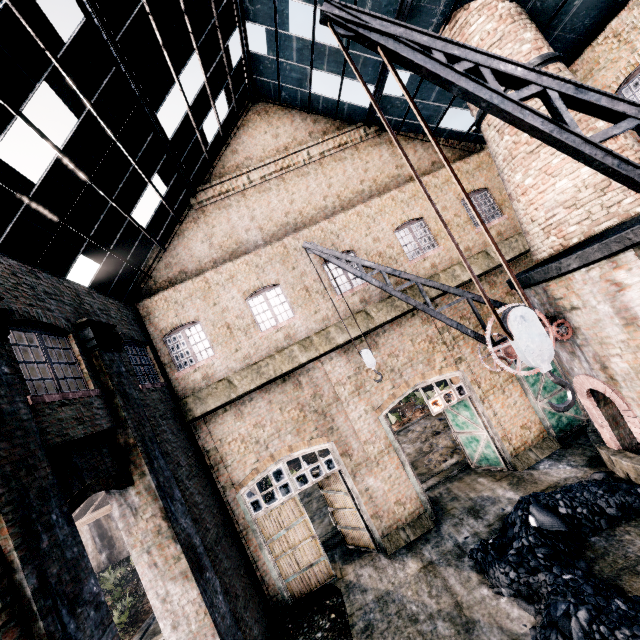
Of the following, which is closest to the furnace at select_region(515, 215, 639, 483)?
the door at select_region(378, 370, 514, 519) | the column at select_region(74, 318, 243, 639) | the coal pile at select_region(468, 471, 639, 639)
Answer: the coal pile at select_region(468, 471, 639, 639)

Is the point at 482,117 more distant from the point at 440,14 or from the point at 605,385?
the point at 605,385

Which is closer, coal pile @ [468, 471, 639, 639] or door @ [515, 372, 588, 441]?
coal pile @ [468, 471, 639, 639]

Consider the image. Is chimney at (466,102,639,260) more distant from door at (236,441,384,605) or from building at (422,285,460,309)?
door at (236,441,384,605)

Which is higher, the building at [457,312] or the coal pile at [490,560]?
the building at [457,312]

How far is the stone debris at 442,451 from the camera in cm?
1758

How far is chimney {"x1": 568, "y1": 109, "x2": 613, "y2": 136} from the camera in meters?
9.3

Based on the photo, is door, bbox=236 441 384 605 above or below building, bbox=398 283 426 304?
below
